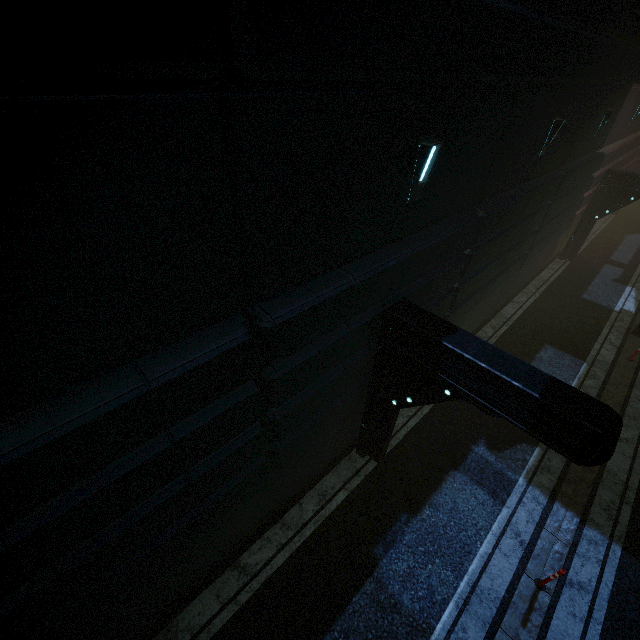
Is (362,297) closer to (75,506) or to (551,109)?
(75,506)
